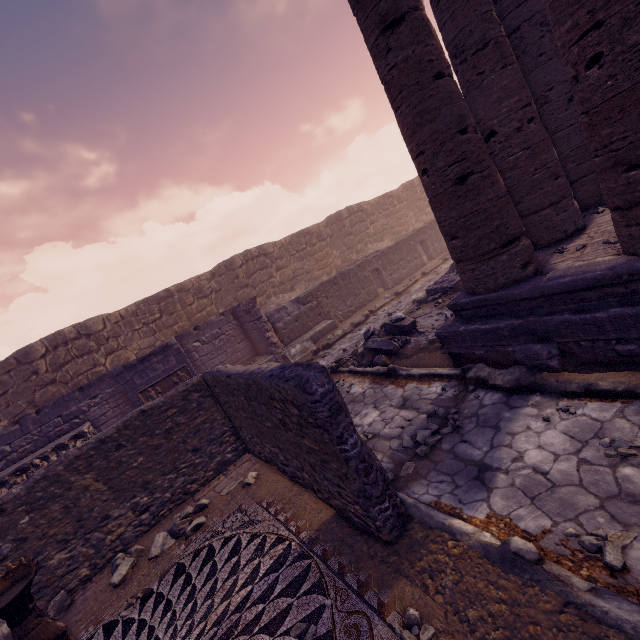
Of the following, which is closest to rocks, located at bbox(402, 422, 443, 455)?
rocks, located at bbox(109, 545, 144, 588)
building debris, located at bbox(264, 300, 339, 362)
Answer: rocks, located at bbox(109, 545, 144, 588)

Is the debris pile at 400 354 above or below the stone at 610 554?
above

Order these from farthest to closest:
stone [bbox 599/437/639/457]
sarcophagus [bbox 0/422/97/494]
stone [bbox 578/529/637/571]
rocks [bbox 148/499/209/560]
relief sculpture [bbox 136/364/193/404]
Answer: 1. relief sculpture [bbox 136/364/193/404]
2. sarcophagus [bbox 0/422/97/494]
3. rocks [bbox 148/499/209/560]
4. stone [bbox 599/437/639/457]
5. stone [bbox 578/529/637/571]

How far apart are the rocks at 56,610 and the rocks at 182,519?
1.25m

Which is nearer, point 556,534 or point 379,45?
point 556,534

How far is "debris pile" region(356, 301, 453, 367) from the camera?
7.0 meters

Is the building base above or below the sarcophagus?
below

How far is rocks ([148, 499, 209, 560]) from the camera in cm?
491
